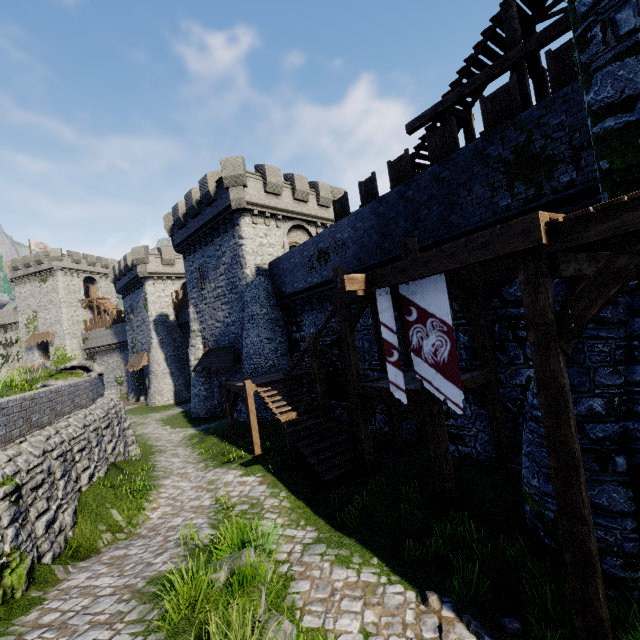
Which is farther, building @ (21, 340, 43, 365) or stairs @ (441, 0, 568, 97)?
building @ (21, 340, 43, 365)

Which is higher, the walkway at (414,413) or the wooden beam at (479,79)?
the wooden beam at (479,79)

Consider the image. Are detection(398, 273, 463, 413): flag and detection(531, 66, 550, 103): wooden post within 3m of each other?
no

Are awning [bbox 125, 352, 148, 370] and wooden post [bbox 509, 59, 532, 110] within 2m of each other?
no

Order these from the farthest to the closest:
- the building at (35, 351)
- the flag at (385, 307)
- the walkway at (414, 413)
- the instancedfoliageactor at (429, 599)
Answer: the building at (35, 351), the walkway at (414, 413), the flag at (385, 307), the instancedfoliageactor at (429, 599)

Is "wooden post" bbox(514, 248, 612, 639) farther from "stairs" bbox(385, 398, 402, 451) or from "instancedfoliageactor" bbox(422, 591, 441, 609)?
"stairs" bbox(385, 398, 402, 451)

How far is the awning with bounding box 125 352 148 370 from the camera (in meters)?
35.38

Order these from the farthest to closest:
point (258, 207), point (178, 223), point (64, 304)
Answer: point (64, 304) → point (178, 223) → point (258, 207)
